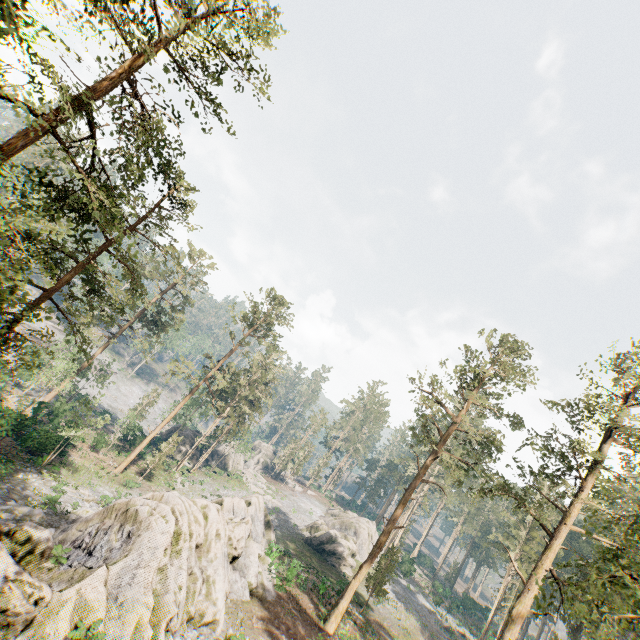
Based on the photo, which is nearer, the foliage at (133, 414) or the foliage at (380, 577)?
the foliage at (380, 577)

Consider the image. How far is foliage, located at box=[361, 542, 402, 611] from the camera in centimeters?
3134cm

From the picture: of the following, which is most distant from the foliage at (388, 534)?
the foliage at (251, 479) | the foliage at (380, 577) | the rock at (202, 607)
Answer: the foliage at (251, 479)

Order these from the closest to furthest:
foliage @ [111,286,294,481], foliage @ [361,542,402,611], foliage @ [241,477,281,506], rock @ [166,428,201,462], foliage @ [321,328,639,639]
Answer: foliage @ [321,328,639,639] → foliage @ [361,542,402,611] → foliage @ [111,286,294,481] → rock @ [166,428,201,462] → foliage @ [241,477,281,506]

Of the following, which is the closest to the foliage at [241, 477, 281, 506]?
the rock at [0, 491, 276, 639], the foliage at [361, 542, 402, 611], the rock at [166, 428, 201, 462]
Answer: the rock at [166, 428, 201, 462]

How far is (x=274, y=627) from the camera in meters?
19.4 m

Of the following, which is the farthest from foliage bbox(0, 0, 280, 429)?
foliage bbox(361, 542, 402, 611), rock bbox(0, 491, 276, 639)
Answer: foliage bbox(361, 542, 402, 611)

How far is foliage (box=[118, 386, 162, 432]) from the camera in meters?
38.9 m
